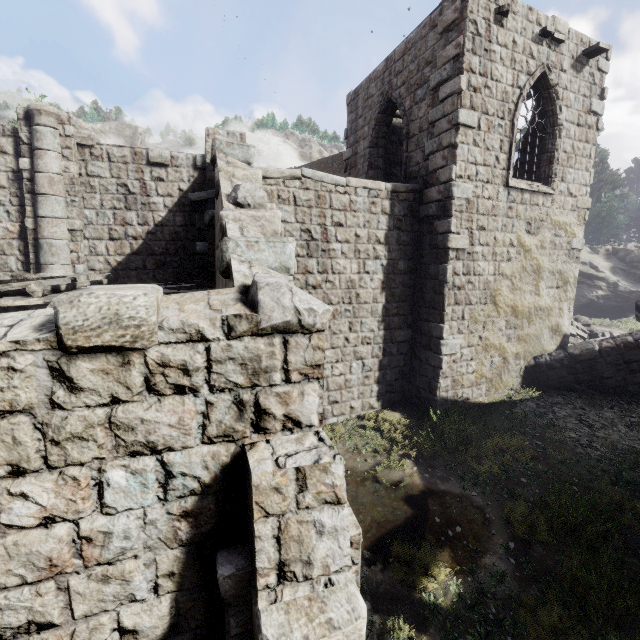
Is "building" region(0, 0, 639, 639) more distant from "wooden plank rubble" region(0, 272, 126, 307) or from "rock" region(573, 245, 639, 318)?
"rock" region(573, 245, 639, 318)

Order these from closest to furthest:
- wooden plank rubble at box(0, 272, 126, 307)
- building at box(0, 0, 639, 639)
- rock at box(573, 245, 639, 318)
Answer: building at box(0, 0, 639, 639), wooden plank rubble at box(0, 272, 126, 307), rock at box(573, 245, 639, 318)

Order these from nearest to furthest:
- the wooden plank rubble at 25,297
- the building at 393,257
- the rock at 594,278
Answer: the building at 393,257, the wooden plank rubble at 25,297, the rock at 594,278

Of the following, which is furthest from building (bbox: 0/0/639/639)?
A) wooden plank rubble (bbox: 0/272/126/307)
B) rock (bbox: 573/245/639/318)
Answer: rock (bbox: 573/245/639/318)

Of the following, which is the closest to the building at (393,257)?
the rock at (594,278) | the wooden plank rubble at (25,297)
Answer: the wooden plank rubble at (25,297)

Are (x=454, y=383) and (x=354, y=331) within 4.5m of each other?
yes
